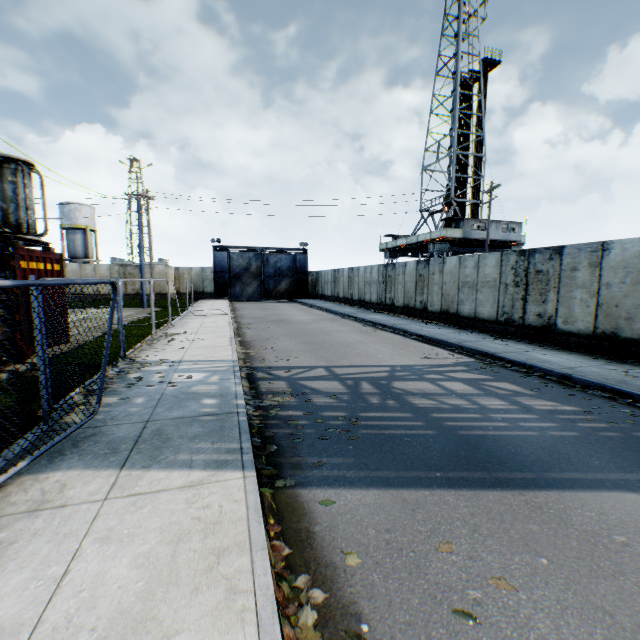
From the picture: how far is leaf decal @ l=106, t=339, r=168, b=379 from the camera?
7.15m

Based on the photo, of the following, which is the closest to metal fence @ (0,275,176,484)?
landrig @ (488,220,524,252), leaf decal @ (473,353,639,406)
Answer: leaf decal @ (473,353,639,406)

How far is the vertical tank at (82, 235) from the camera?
43.8 meters

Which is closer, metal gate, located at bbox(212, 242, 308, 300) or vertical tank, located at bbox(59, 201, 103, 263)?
metal gate, located at bbox(212, 242, 308, 300)

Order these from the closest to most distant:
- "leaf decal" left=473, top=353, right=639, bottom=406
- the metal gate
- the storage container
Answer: "leaf decal" left=473, top=353, right=639, bottom=406 < the storage container < the metal gate

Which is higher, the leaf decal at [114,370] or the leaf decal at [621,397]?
the leaf decal at [114,370]

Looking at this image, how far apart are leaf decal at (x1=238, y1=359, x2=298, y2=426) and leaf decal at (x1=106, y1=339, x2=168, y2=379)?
1.72m

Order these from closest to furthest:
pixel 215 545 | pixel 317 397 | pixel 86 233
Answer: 1. pixel 215 545
2. pixel 317 397
3. pixel 86 233
